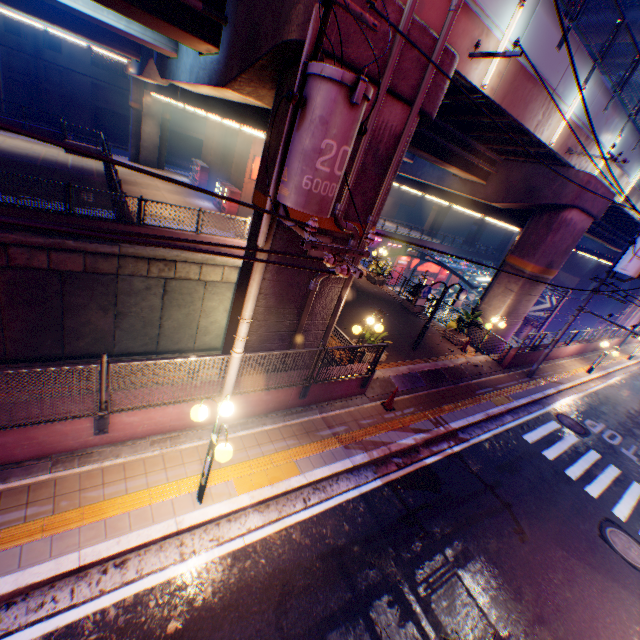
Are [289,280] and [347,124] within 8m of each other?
yes

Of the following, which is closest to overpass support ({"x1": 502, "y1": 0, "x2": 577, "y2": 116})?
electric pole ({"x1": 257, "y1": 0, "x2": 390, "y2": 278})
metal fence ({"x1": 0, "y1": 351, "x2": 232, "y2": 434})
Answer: metal fence ({"x1": 0, "y1": 351, "x2": 232, "y2": 434})

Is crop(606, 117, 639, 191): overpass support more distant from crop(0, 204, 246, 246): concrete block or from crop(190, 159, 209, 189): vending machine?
crop(190, 159, 209, 189): vending machine

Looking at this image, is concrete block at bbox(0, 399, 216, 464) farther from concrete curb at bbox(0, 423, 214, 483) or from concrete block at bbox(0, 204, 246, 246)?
concrete block at bbox(0, 204, 246, 246)

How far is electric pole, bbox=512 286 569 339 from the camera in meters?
21.7 m

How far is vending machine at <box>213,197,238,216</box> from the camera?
23.9 meters

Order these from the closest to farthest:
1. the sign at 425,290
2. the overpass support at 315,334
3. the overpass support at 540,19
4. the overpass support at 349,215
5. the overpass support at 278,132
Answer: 1. the overpass support at 278,132
2. the overpass support at 349,215
3. the overpass support at 540,19
4. the overpass support at 315,334
5. the sign at 425,290

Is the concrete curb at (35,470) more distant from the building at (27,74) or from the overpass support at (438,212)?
the building at (27,74)
